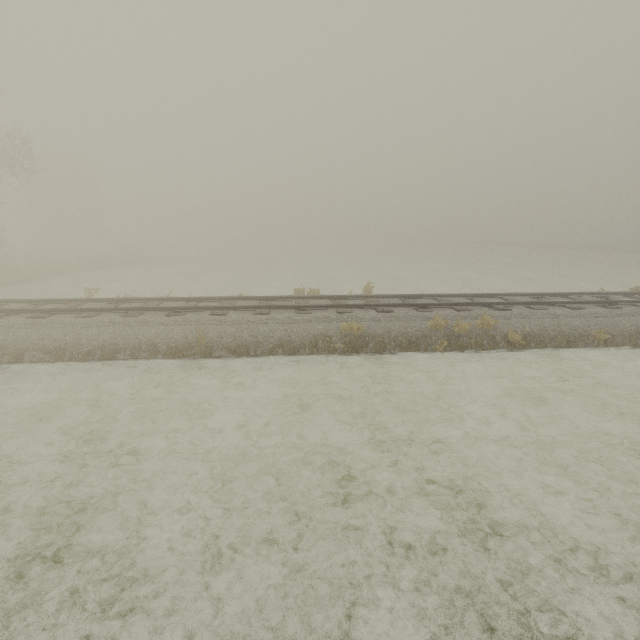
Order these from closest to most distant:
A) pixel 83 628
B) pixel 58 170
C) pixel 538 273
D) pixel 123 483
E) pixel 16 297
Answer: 1. pixel 83 628
2. pixel 123 483
3. pixel 16 297
4. pixel 538 273
5. pixel 58 170
